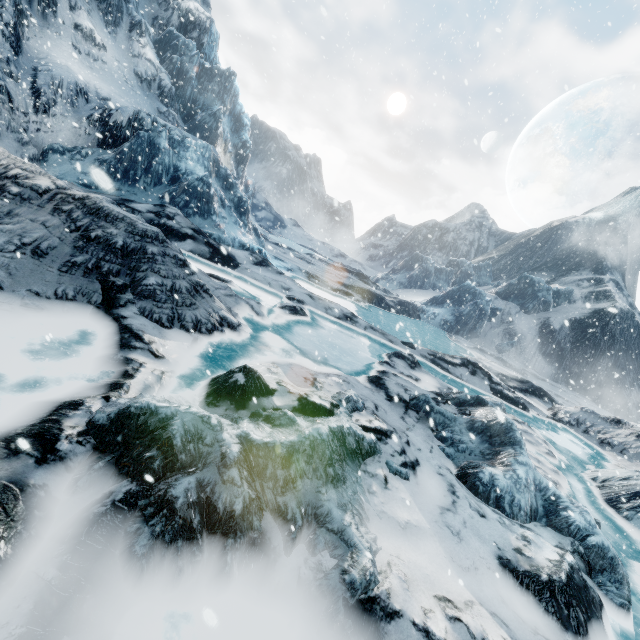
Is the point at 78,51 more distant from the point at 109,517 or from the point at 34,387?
the point at 109,517
